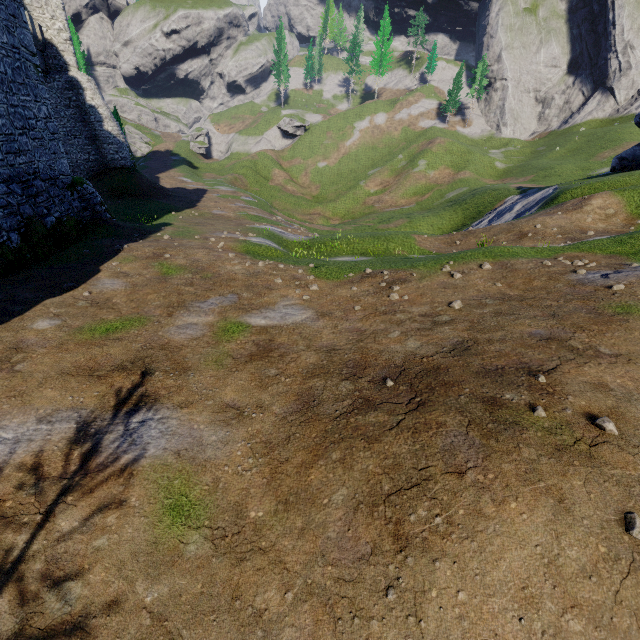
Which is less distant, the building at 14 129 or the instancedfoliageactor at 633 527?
the instancedfoliageactor at 633 527

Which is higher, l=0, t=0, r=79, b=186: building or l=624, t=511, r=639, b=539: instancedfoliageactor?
l=0, t=0, r=79, b=186: building

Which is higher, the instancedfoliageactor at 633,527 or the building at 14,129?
the building at 14,129

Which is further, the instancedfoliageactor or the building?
the building

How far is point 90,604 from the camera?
4.0 meters
